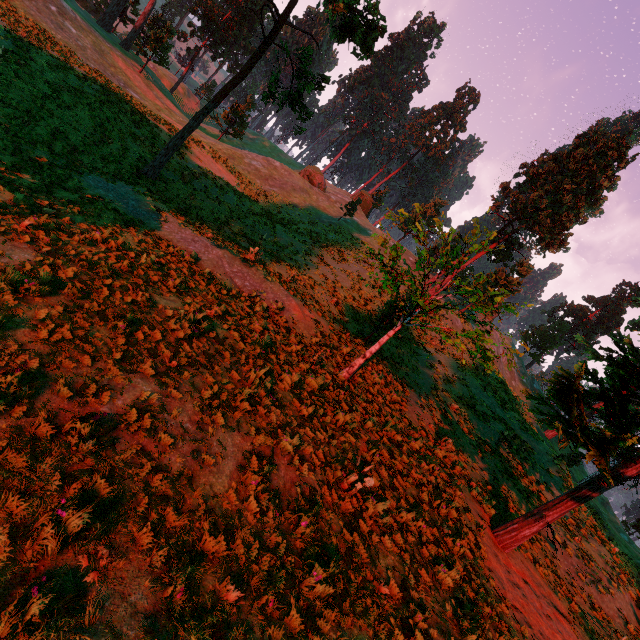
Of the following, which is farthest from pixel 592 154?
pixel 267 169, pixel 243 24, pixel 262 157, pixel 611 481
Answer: pixel 243 24

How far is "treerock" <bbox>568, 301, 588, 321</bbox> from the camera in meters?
57.6

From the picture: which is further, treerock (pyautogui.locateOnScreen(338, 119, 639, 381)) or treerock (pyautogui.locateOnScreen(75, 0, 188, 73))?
treerock (pyautogui.locateOnScreen(75, 0, 188, 73))

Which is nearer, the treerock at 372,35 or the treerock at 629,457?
the treerock at 629,457

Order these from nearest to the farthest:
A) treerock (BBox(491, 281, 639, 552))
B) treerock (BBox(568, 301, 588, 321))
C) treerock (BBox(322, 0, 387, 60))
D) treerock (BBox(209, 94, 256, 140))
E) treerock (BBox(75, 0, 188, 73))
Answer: treerock (BBox(491, 281, 639, 552)) < treerock (BBox(322, 0, 387, 60)) < treerock (BBox(75, 0, 188, 73)) < treerock (BBox(209, 94, 256, 140)) < treerock (BBox(568, 301, 588, 321))

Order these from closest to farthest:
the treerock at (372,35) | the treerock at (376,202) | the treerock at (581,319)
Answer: the treerock at (372,35) < the treerock at (376,202) < the treerock at (581,319)
